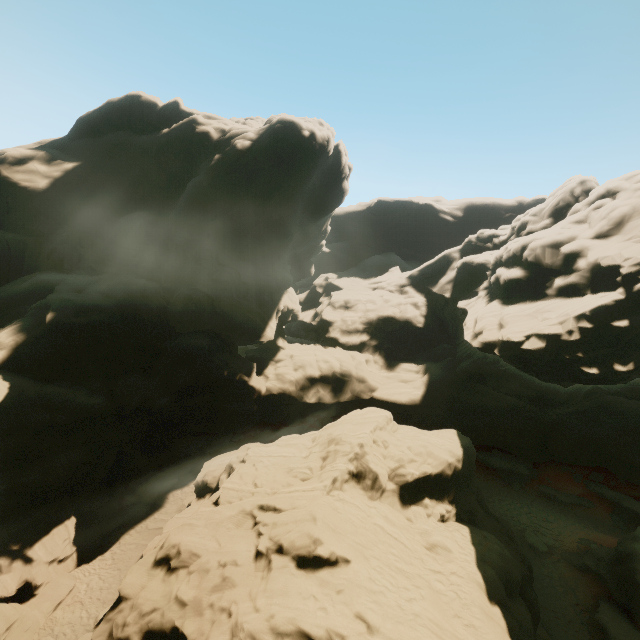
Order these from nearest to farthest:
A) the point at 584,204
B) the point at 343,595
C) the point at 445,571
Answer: the point at 343,595 < the point at 445,571 < the point at 584,204

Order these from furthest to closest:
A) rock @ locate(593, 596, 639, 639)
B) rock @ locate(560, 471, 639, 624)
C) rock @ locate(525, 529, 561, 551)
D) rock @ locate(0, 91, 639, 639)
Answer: rock @ locate(525, 529, 561, 551) → rock @ locate(560, 471, 639, 624) → rock @ locate(593, 596, 639, 639) → rock @ locate(0, 91, 639, 639)

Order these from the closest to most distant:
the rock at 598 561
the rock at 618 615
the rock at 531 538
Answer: the rock at 618 615 → the rock at 598 561 → the rock at 531 538

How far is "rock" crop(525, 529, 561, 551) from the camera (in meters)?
21.34

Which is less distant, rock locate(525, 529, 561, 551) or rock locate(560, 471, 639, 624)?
rock locate(560, 471, 639, 624)

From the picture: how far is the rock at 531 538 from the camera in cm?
2134
